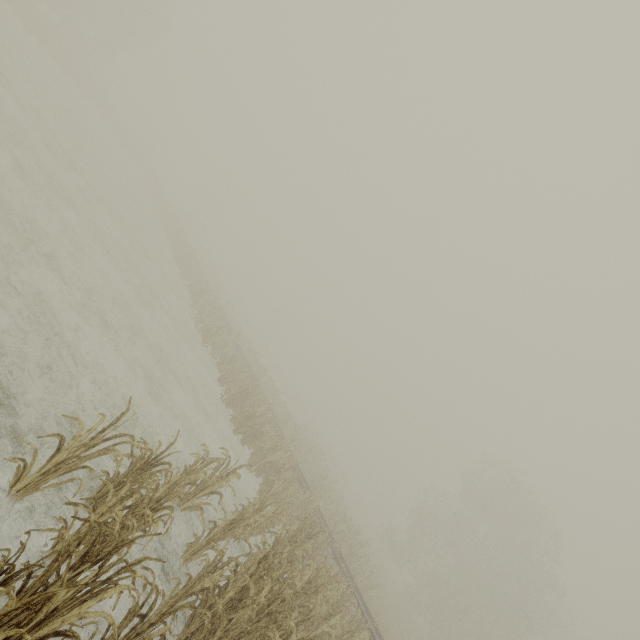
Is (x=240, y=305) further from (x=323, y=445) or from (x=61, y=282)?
(x=61, y=282)
